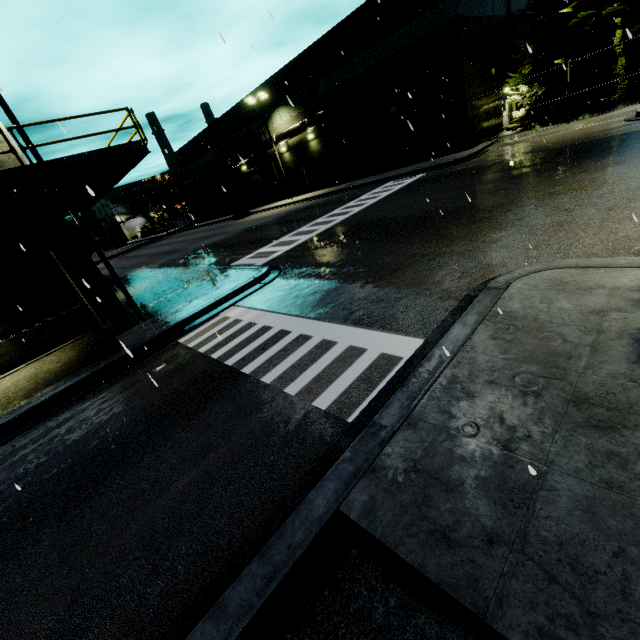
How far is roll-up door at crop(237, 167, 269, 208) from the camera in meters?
40.7

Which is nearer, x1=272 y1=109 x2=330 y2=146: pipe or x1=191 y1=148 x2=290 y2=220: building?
x1=272 y1=109 x2=330 y2=146: pipe

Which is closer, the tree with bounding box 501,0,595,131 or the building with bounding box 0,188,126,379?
the building with bounding box 0,188,126,379

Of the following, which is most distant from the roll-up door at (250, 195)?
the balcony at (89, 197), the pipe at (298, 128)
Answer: the balcony at (89, 197)

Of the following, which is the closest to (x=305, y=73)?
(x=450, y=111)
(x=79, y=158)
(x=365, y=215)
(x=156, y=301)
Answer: (x=450, y=111)

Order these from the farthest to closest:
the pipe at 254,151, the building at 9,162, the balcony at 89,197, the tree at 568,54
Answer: the pipe at 254,151, the tree at 568,54, the building at 9,162, the balcony at 89,197

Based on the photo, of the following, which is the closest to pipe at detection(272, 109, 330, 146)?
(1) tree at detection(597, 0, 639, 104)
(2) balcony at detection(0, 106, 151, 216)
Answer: (2) balcony at detection(0, 106, 151, 216)

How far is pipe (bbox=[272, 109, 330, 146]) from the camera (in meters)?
28.30
